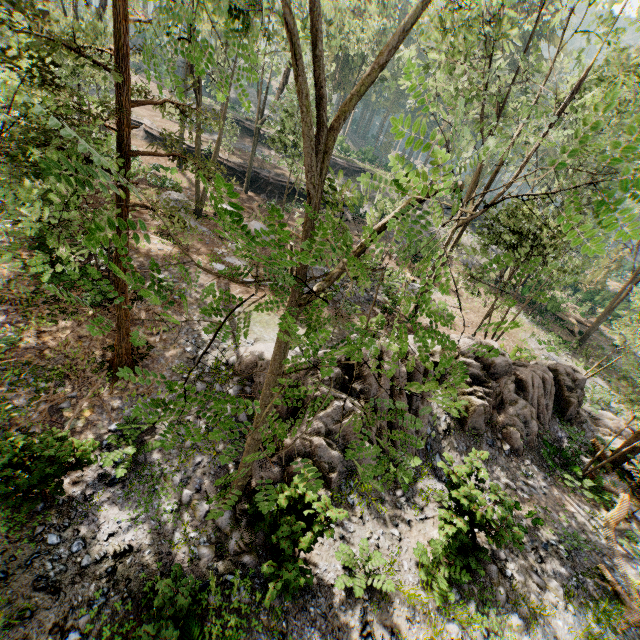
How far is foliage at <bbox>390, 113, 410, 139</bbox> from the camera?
2.2 meters

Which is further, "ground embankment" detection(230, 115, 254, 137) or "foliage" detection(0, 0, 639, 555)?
"ground embankment" detection(230, 115, 254, 137)

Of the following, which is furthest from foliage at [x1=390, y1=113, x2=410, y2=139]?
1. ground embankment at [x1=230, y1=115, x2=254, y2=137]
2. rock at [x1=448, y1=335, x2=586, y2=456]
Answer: ground embankment at [x1=230, y1=115, x2=254, y2=137]

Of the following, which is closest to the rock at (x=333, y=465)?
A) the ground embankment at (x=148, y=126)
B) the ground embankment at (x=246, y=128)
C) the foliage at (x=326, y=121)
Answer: the foliage at (x=326, y=121)

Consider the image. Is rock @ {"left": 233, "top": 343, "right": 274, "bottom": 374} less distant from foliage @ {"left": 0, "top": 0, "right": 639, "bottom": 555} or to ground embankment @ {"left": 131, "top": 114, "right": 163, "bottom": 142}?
foliage @ {"left": 0, "top": 0, "right": 639, "bottom": 555}

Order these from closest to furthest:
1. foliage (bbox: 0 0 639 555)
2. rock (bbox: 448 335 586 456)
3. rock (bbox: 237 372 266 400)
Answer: → foliage (bbox: 0 0 639 555), rock (bbox: 237 372 266 400), rock (bbox: 448 335 586 456)

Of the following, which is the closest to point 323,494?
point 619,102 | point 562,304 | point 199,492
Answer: point 199,492

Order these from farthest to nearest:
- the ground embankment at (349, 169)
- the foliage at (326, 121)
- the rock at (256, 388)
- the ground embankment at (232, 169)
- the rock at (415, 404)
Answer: the ground embankment at (349, 169)
the ground embankment at (232, 169)
the rock at (415, 404)
the rock at (256, 388)
the foliage at (326, 121)
